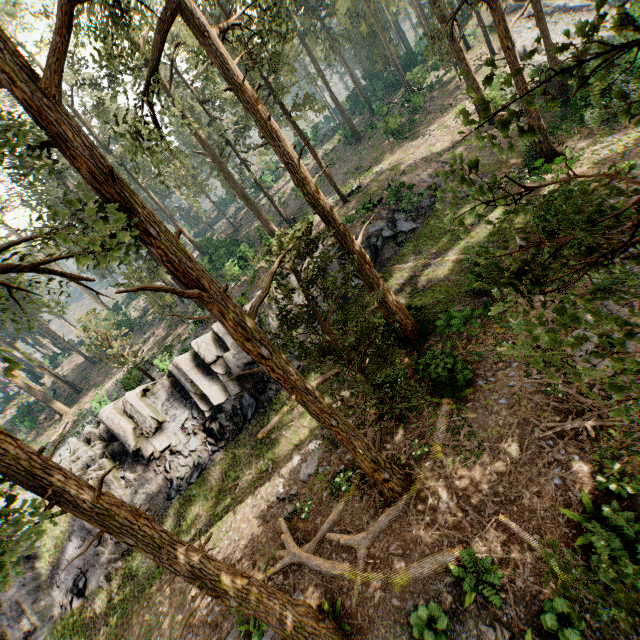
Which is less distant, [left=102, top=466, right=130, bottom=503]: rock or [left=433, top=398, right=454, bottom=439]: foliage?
[left=433, top=398, right=454, bottom=439]: foliage

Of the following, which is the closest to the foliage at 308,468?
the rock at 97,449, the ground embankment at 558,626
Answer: the ground embankment at 558,626

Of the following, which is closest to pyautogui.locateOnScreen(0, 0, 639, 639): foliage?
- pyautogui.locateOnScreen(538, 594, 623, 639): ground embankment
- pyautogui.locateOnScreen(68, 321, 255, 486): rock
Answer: pyautogui.locateOnScreen(538, 594, 623, 639): ground embankment

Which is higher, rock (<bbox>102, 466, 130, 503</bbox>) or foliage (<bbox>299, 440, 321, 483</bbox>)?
rock (<bbox>102, 466, 130, 503</bbox>)

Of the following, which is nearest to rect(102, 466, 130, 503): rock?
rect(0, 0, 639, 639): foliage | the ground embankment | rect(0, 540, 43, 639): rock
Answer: rect(0, 540, 43, 639): rock

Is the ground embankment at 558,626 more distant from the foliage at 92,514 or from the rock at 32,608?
the rock at 32,608

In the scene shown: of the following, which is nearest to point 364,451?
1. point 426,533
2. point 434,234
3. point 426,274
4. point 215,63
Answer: point 426,533

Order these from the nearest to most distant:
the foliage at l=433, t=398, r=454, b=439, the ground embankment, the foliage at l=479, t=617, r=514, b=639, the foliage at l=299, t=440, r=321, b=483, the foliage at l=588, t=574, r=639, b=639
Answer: the foliage at l=588, t=574, r=639, b=639 < the ground embankment < the foliage at l=479, t=617, r=514, b=639 < the foliage at l=433, t=398, r=454, b=439 < the foliage at l=299, t=440, r=321, b=483
